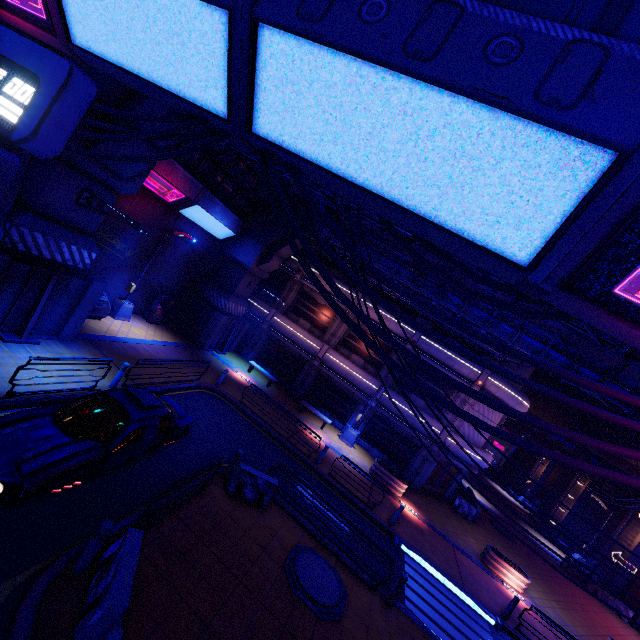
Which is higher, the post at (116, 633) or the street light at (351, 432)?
the post at (116, 633)

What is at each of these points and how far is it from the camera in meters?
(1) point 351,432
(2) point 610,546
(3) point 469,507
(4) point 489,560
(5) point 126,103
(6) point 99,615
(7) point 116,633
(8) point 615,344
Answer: (1) street light, 21.8 m
(2) tunnel, 26.7 m
(3) fence, 22.8 m
(4) plant holder, 17.1 m
(5) pillar, 10.3 m
(6) fence, 5.1 m
(7) post, 4.6 m
(8) pipe, 6.9 m

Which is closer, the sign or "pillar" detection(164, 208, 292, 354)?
the sign

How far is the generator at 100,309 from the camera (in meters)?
15.57

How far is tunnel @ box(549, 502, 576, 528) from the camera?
32.94m

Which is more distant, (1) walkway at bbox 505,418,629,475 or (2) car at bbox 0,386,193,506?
(1) walkway at bbox 505,418,629,475

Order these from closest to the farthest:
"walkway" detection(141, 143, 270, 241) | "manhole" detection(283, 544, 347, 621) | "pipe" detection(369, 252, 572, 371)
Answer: "manhole" detection(283, 544, 347, 621)
"pipe" detection(369, 252, 572, 371)
"walkway" detection(141, 143, 270, 241)

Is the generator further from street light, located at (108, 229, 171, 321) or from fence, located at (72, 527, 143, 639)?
fence, located at (72, 527, 143, 639)
